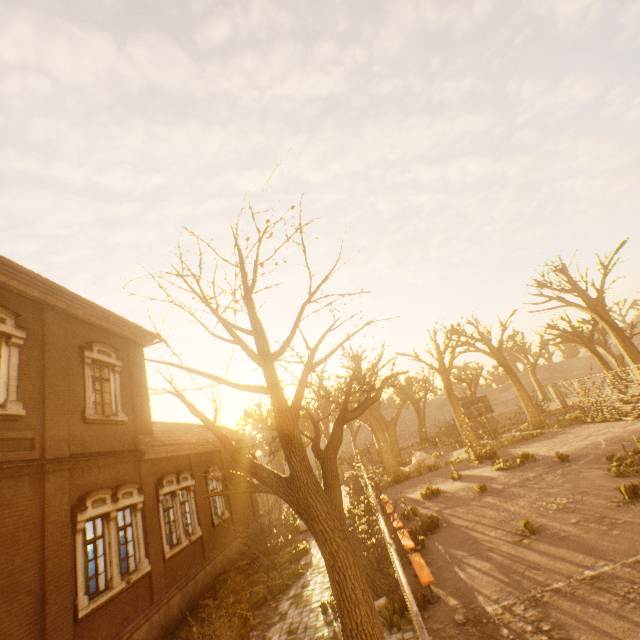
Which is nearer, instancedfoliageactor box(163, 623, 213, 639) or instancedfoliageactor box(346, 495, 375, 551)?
instancedfoliageactor box(163, 623, 213, 639)

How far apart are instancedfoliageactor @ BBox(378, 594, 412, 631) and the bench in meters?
0.9 m

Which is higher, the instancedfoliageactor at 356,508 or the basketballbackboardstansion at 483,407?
the basketballbackboardstansion at 483,407

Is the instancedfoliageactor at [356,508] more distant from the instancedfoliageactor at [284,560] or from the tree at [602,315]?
the tree at [602,315]

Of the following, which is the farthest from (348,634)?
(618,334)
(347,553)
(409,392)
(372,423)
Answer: (409,392)

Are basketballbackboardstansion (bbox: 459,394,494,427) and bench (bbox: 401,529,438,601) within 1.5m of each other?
no

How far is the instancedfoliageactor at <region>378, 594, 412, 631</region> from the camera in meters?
7.2 m

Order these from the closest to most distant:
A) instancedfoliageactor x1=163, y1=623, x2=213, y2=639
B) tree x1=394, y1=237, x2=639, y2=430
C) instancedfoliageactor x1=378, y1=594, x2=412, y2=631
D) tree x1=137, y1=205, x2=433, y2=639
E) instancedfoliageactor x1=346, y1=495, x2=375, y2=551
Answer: tree x1=137, y1=205, x2=433, y2=639, instancedfoliageactor x1=378, y1=594, x2=412, y2=631, instancedfoliageactor x1=163, y1=623, x2=213, y2=639, instancedfoliageactor x1=346, y1=495, x2=375, y2=551, tree x1=394, y1=237, x2=639, y2=430
